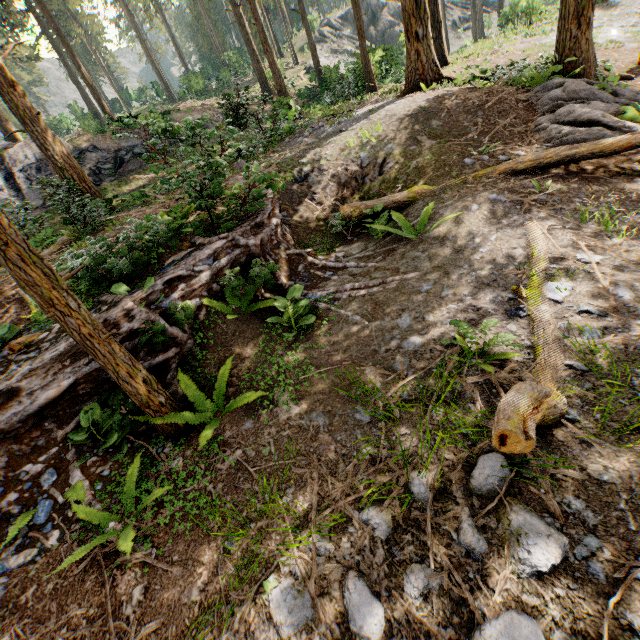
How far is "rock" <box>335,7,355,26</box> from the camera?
42.8m

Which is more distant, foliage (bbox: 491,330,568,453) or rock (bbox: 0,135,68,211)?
rock (bbox: 0,135,68,211)

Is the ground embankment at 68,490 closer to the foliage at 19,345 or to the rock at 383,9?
the foliage at 19,345

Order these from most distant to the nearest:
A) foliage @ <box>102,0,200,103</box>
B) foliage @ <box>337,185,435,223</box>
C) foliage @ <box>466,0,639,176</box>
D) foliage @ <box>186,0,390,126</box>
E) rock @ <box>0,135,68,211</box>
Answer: foliage @ <box>102,0,200,103</box> → foliage @ <box>186,0,390,126</box> → rock @ <box>0,135,68,211</box> → foliage @ <box>337,185,435,223</box> → foliage @ <box>466,0,639,176</box>

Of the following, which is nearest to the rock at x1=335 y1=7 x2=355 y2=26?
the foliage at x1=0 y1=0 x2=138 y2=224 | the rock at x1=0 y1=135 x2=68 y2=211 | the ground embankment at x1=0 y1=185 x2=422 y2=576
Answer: the foliage at x1=0 y1=0 x2=138 y2=224

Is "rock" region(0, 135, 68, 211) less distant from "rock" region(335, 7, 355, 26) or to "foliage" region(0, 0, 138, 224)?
"foliage" region(0, 0, 138, 224)

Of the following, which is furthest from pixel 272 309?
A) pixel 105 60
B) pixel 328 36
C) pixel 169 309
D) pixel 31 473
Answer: pixel 105 60
